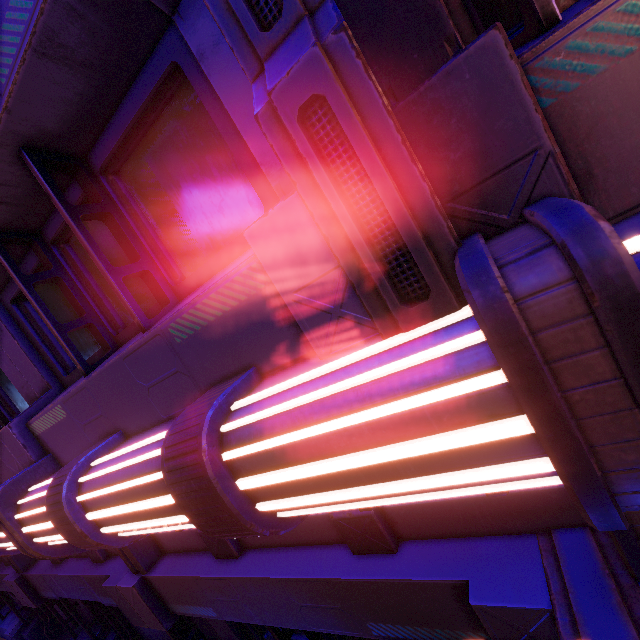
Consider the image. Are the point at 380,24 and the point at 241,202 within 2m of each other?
yes
